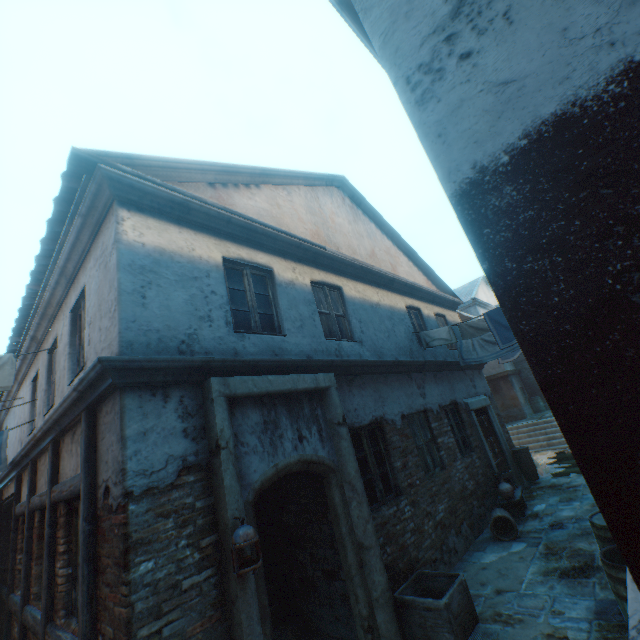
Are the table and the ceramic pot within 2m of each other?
yes

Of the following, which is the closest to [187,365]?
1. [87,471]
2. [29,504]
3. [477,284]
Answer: [87,471]

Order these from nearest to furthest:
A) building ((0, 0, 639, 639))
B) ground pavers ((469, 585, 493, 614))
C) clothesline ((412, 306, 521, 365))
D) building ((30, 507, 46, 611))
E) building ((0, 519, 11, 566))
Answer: building ((0, 0, 639, 639)) < ground pavers ((469, 585, 493, 614)) < building ((30, 507, 46, 611)) < clothesline ((412, 306, 521, 365)) < building ((0, 519, 11, 566))

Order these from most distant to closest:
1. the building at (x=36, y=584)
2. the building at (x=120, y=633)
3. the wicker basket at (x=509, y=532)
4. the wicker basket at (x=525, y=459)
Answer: the wicker basket at (x=525, y=459) < the wicker basket at (x=509, y=532) < the building at (x=36, y=584) < the building at (x=120, y=633)

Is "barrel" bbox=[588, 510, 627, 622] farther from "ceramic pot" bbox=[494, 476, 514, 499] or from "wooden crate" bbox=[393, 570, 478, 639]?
"ceramic pot" bbox=[494, 476, 514, 499]

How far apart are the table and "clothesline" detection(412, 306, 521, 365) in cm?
324

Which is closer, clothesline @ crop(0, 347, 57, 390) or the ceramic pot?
clothesline @ crop(0, 347, 57, 390)

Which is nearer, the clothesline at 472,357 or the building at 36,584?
the building at 36,584
